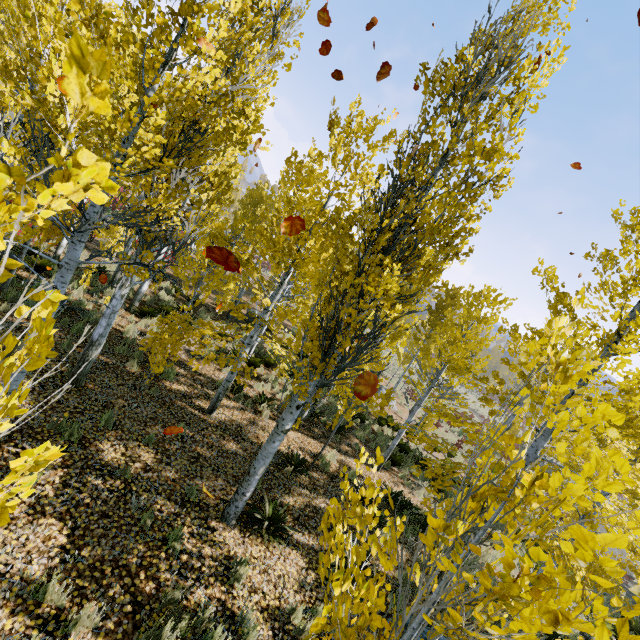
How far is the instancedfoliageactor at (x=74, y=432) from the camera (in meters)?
5.48

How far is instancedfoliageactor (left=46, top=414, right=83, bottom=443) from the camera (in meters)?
5.48

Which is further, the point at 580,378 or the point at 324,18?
the point at 580,378

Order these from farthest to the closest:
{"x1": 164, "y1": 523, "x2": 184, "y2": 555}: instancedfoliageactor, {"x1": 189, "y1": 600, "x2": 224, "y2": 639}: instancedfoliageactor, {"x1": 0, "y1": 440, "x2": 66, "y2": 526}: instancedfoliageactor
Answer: {"x1": 164, "y1": 523, "x2": 184, "y2": 555}: instancedfoliageactor
{"x1": 189, "y1": 600, "x2": 224, "y2": 639}: instancedfoliageactor
{"x1": 0, "y1": 440, "x2": 66, "y2": 526}: instancedfoliageactor

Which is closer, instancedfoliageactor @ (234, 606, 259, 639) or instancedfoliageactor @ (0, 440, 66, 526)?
instancedfoliageactor @ (0, 440, 66, 526)

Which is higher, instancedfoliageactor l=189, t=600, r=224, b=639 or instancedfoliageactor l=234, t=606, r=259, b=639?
instancedfoliageactor l=234, t=606, r=259, b=639
